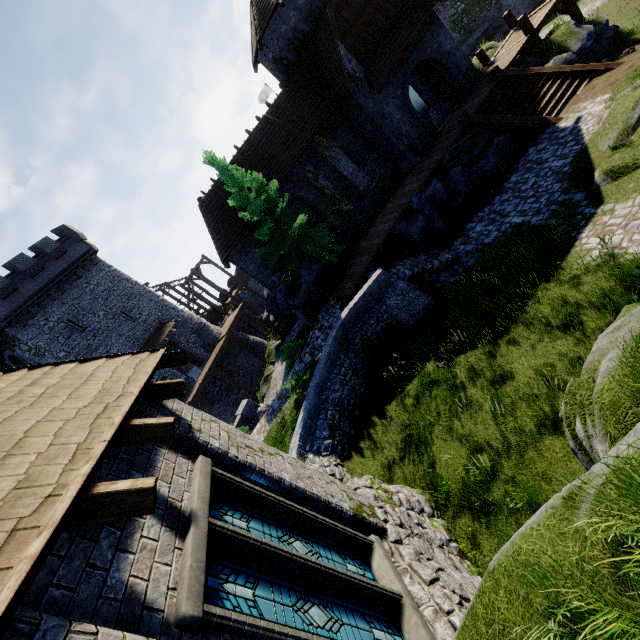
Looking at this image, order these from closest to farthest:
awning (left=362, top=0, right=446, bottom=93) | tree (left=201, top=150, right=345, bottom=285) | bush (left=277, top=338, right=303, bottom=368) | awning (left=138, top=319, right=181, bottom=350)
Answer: tree (left=201, top=150, right=345, bottom=285), awning (left=362, top=0, right=446, bottom=93), bush (left=277, top=338, right=303, bottom=368), awning (left=138, top=319, right=181, bottom=350)

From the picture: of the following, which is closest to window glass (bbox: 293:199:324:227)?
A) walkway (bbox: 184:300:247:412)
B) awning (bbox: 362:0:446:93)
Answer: awning (bbox: 362:0:446:93)

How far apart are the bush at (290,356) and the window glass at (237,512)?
13.49m

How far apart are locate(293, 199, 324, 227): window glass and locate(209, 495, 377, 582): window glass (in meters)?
19.22

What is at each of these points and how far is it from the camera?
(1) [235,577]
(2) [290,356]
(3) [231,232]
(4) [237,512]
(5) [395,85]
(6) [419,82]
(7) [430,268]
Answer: (1) window glass, 3.74m
(2) bush, 19.81m
(3) building, 20.03m
(4) window glass, 4.75m
(5) double door, 18.42m
(6) building, 21.80m
(7) stairs, 14.25m

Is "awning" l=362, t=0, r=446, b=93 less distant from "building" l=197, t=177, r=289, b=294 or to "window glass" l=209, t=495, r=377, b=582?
"building" l=197, t=177, r=289, b=294

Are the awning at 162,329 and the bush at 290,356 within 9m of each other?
no

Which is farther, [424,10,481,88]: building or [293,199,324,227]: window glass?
[293,199,324,227]: window glass
